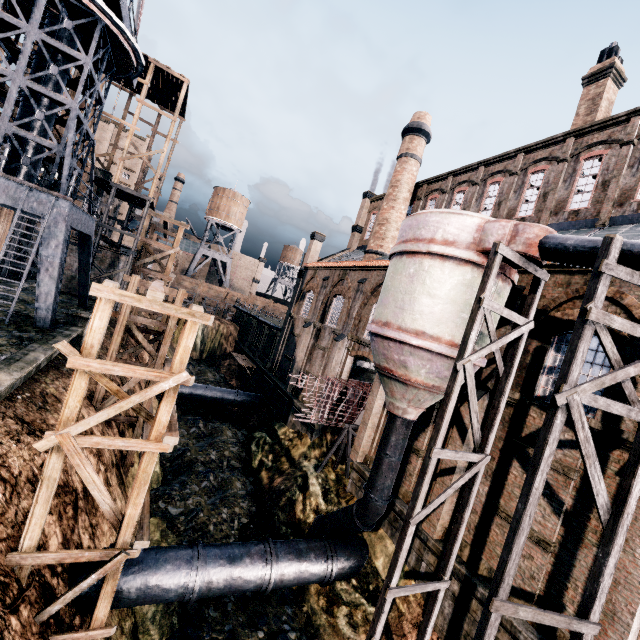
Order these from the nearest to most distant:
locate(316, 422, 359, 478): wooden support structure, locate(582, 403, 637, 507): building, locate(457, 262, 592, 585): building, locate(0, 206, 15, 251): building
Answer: locate(582, 403, 637, 507): building
locate(457, 262, 592, 585): building
locate(316, 422, 359, 478): wooden support structure
locate(0, 206, 15, 251): building

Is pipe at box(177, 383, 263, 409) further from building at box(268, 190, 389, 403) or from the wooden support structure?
the wooden support structure

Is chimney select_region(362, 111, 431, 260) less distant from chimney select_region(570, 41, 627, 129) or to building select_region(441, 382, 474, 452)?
building select_region(441, 382, 474, 452)

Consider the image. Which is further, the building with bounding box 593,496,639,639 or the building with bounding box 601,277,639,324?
the building with bounding box 601,277,639,324

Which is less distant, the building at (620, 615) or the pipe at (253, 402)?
the building at (620, 615)

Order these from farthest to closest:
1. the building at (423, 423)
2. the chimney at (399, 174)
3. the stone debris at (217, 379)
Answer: the stone debris at (217, 379) < the chimney at (399, 174) < the building at (423, 423)

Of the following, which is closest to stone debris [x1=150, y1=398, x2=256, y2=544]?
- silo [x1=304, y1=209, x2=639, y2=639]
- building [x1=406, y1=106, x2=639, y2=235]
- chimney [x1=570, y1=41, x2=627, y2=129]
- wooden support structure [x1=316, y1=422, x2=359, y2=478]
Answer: silo [x1=304, y1=209, x2=639, y2=639]

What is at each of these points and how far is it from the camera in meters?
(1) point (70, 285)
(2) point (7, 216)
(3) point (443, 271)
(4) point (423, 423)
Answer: (1) building, 29.4 m
(2) building, 23.1 m
(3) silo, 11.6 m
(4) building, 16.2 m
